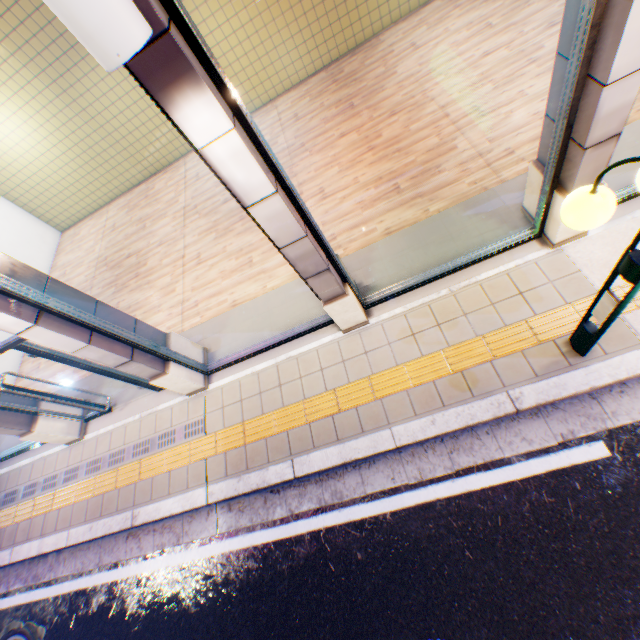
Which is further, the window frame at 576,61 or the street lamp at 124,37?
the window frame at 576,61

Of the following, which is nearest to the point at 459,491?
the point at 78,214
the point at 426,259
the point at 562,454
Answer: the point at 562,454

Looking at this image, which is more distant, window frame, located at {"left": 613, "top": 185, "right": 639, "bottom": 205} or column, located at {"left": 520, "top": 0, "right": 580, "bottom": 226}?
window frame, located at {"left": 613, "top": 185, "right": 639, "bottom": 205}

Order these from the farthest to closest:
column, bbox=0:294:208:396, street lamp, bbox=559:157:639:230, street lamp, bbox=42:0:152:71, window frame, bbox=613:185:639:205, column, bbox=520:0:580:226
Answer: window frame, bbox=613:185:639:205
column, bbox=0:294:208:396
column, bbox=520:0:580:226
street lamp, bbox=559:157:639:230
street lamp, bbox=42:0:152:71

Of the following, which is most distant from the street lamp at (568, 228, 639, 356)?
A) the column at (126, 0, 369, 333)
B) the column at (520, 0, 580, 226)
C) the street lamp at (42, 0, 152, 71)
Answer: the street lamp at (42, 0, 152, 71)

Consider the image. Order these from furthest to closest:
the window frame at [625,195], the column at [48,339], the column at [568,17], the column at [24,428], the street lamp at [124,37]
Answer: the column at [24,428] → the window frame at [625,195] → the column at [48,339] → the column at [568,17] → the street lamp at [124,37]

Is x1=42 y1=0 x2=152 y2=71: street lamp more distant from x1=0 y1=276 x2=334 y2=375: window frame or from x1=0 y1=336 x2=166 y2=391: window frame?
x1=0 y1=336 x2=166 y2=391: window frame

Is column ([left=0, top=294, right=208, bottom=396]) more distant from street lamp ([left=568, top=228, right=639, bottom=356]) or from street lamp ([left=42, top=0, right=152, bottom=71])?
street lamp ([left=568, top=228, right=639, bottom=356])
